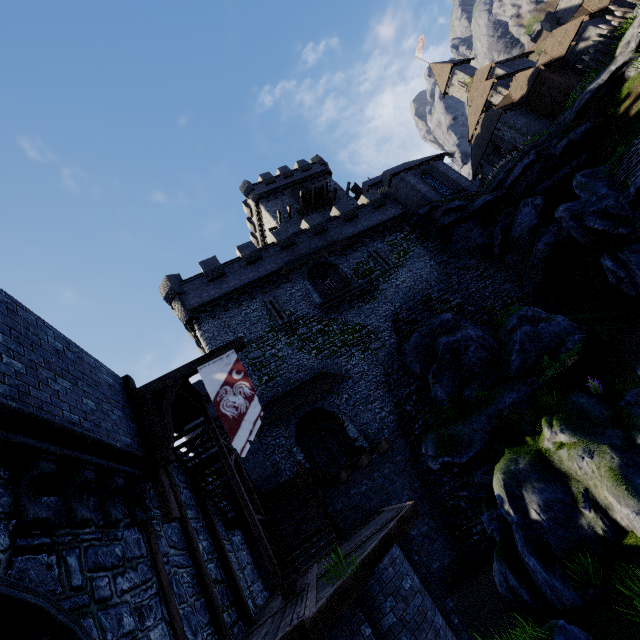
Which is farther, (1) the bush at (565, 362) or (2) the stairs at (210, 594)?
(1) the bush at (565, 362)

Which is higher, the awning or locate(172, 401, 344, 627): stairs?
the awning

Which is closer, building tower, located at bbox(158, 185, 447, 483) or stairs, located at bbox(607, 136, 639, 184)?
stairs, located at bbox(607, 136, 639, 184)

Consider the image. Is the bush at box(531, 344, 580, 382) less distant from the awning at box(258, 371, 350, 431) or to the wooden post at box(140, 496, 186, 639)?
the awning at box(258, 371, 350, 431)

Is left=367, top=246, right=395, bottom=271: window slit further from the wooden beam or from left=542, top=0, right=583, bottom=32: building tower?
left=542, top=0, right=583, bottom=32: building tower

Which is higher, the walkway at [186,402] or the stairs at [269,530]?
the walkway at [186,402]

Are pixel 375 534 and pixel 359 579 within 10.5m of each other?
yes

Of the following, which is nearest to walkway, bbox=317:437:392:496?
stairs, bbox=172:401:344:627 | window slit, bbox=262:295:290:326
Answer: stairs, bbox=172:401:344:627
